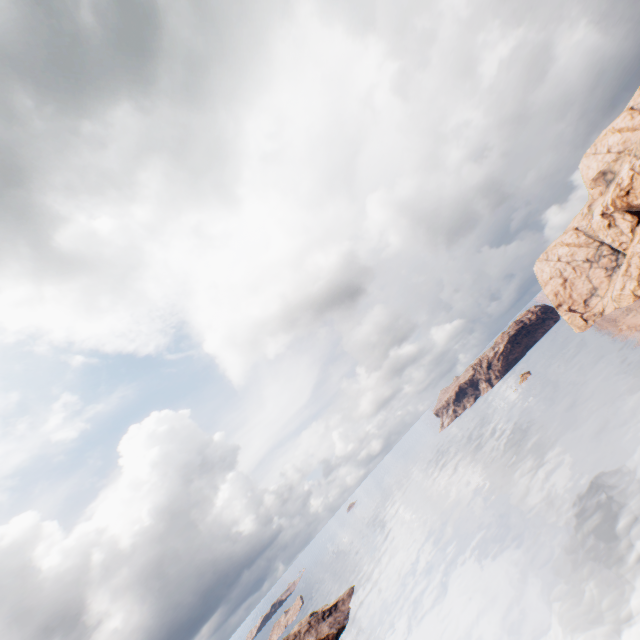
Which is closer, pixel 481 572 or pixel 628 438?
pixel 628 438
